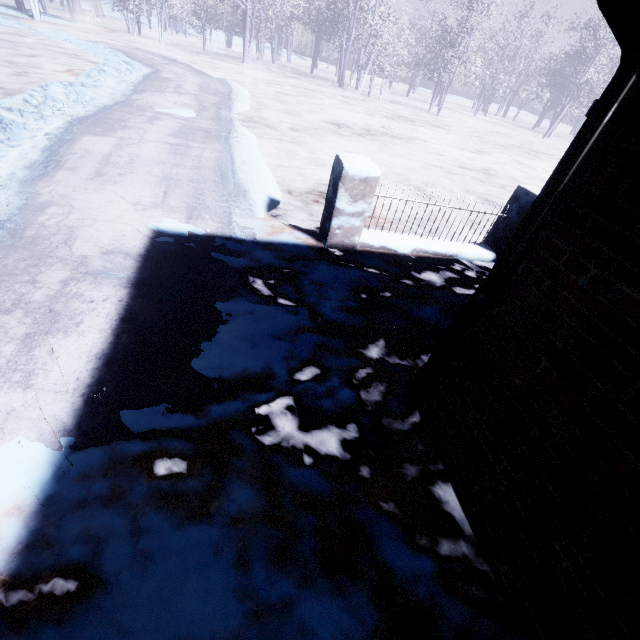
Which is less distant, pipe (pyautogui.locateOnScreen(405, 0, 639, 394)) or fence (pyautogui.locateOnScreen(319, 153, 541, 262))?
pipe (pyautogui.locateOnScreen(405, 0, 639, 394))

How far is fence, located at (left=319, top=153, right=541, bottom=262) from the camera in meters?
3.3 m

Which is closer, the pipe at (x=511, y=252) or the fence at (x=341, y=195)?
the pipe at (x=511, y=252)

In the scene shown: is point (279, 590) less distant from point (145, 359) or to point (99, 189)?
point (145, 359)

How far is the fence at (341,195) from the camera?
3.3m
